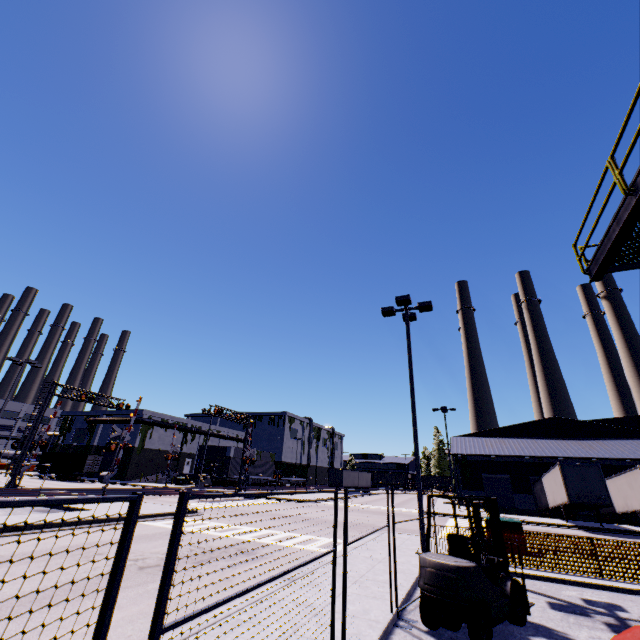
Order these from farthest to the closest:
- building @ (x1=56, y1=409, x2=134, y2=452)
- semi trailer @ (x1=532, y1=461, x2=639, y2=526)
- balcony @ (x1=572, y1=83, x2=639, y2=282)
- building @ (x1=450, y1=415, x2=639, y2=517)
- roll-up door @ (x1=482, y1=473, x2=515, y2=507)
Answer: building @ (x1=56, y1=409, x2=134, y2=452) < roll-up door @ (x1=482, y1=473, x2=515, y2=507) < building @ (x1=450, y1=415, x2=639, y2=517) < semi trailer @ (x1=532, y1=461, x2=639, y2=526) < balcony @ (x1=572, y1=83, x2=639, y2=282)

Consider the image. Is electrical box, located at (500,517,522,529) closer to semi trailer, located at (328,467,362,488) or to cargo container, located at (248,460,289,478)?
semi trailer, located at (328,467,362,488)

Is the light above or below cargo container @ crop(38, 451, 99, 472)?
above

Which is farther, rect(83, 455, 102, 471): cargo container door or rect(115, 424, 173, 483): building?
rect(115, 424, 173, 483): building

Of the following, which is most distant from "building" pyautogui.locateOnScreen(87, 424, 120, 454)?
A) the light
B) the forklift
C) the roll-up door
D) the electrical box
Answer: the electrical box

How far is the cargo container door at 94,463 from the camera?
44.31m

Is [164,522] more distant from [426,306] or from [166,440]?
[166,440]

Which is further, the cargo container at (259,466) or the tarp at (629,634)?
the cargo container at (259,466)
